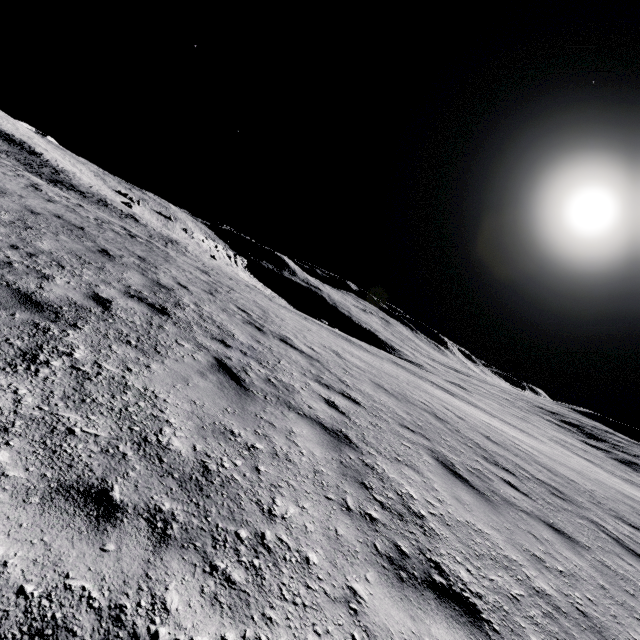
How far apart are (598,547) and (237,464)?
6.5m
